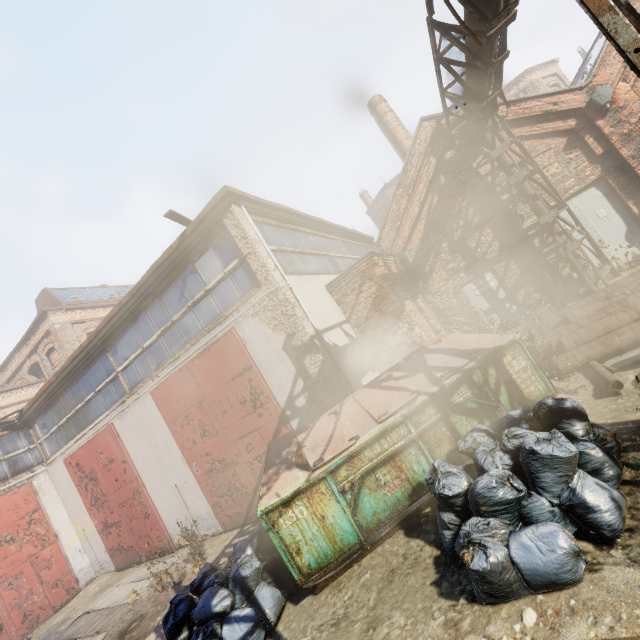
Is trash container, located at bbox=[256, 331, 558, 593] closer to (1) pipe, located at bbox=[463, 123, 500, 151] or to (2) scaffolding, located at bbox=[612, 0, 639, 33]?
(2) scaffolding, located at bbox=[612, 0, 639, 33]

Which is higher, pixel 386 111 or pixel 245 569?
pixel 386 111

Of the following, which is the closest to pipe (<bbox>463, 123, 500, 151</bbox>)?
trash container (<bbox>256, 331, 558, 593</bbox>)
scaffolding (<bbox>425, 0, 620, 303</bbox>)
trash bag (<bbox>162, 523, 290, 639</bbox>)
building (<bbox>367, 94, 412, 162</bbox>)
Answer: scaffolding (<bbox>425, 0, 620, 303</bbox>)

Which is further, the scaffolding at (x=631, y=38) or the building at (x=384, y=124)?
the building at (x=384, y=124)

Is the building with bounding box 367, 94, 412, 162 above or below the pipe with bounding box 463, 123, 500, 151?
above

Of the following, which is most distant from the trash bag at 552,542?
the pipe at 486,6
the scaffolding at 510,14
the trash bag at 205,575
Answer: the pipe at 486,6

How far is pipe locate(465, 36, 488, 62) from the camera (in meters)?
5.64

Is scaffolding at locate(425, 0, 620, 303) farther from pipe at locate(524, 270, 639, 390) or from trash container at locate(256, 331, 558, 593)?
trash container at locate(256, 331, 558, 593)
